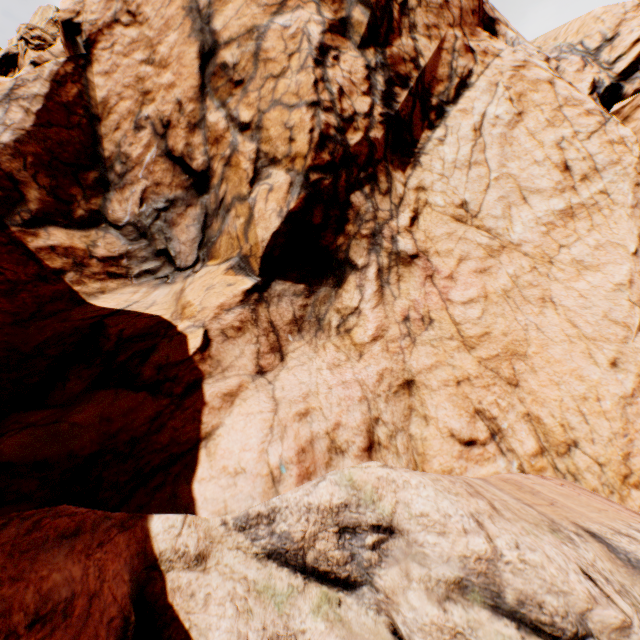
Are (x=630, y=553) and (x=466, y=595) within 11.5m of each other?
yes
